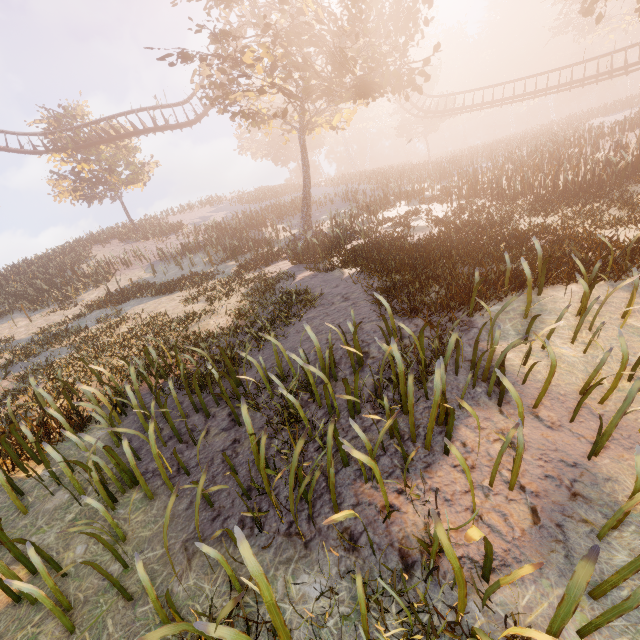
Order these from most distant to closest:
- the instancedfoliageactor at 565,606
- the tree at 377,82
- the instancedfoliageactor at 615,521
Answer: the tree at 377,82 < the instancedfoliageactor at 615,521 < the instancedfoliageactor at 565,606

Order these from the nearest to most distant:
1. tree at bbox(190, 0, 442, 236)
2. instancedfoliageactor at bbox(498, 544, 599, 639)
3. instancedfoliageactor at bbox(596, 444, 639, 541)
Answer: instancedfoliageactor at bbox(498, 544, 599, 639) < instancedfoliageactor at bbox(596, 444, 639, 541) < tree at bbox(190, 0, 442, 236)

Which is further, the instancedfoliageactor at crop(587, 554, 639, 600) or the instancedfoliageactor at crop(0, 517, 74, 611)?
the instancedfoliageactor at crop(0, 517, 74, 611)

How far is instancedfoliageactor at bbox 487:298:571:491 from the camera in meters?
3.0 m

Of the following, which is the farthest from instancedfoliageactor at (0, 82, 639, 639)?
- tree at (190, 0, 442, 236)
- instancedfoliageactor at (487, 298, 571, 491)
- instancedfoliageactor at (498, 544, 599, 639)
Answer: tree at (190, 0, 442, 236)

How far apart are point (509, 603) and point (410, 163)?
40.09m

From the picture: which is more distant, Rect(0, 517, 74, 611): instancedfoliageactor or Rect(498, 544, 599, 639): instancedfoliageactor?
Rect(0, 517, 74, 611): instancedfoliageactor

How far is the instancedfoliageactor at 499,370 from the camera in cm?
297
